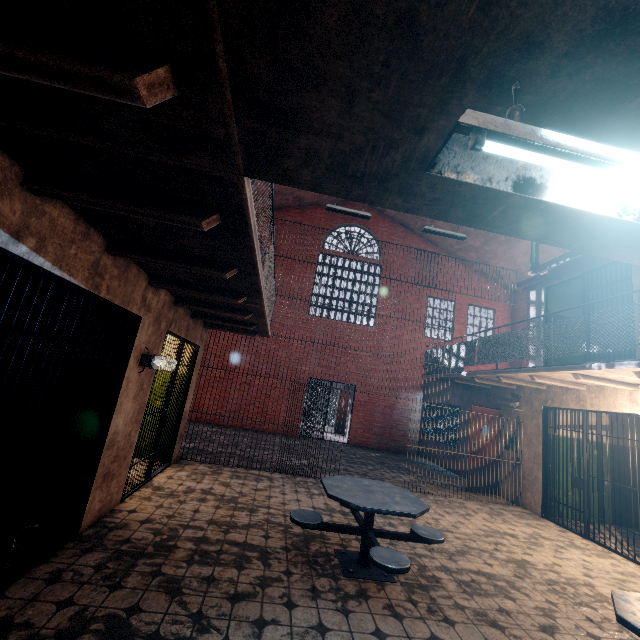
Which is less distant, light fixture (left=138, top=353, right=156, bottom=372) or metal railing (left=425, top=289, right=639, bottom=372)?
light fixture (left=138, top=353, right=156, bottom=372)

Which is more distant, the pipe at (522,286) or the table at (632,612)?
the pipe at (522,286)

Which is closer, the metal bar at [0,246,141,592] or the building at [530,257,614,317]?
the metal bar at [0,246,141,592]

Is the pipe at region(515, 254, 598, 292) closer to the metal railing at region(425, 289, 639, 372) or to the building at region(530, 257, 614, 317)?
the building at region(530, 257, 614, 317)

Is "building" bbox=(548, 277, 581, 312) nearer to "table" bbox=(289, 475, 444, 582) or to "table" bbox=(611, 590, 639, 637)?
"table" bbox=(611, 590, 639, 637)

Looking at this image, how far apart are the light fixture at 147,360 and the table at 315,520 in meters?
2.5 m

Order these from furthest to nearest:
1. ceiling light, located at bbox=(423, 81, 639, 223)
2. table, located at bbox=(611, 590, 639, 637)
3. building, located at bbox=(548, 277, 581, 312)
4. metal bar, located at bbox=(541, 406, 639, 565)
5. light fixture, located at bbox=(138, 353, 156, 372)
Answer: building, located at bbox=(548, 277, 581, 312)
metal bar, located at bbox=(541, 406, 639, 565)
light fixture, located at bbox=(138, 353, 156, 372)
table, located at bbox=(611, 590, 639, 637)
ceiling light, located at bbox=(423, 81, 639, 223)

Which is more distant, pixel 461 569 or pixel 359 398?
pixel 359 398
